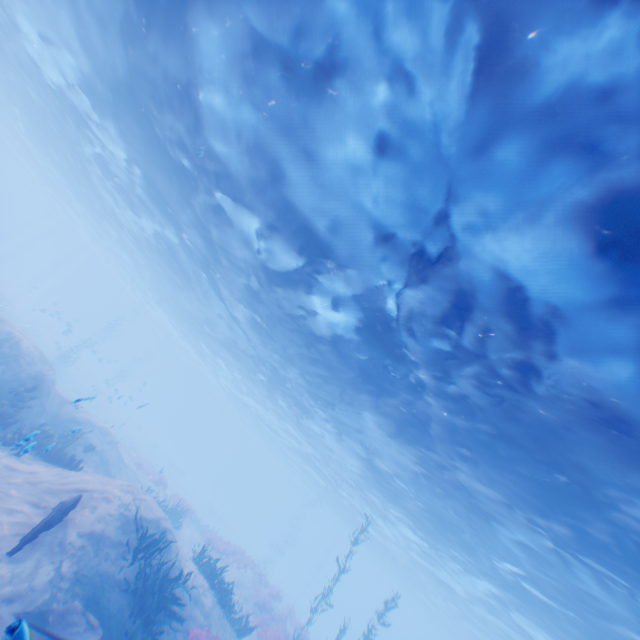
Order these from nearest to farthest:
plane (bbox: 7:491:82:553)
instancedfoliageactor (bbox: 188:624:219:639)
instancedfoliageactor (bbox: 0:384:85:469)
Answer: plane (bbox: 7:491:82:553) → instancedfoliageactor (bbox: 188:624:219:639) → instancedfoliageactor (bbox: 0:384:85:469)

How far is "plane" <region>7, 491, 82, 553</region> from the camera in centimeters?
714cm

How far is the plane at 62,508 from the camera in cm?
714

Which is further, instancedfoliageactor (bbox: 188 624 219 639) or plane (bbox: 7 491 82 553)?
instancedfoliageactor (bbox: 188 624 219 639)

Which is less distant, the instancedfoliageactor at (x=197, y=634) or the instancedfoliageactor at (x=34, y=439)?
the instancedfoliageactor at (x=197, y=634)

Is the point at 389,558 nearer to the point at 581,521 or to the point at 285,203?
the point at 581,521

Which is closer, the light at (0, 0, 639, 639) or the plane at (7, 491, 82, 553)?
the light at (0, 0, 639, 639)

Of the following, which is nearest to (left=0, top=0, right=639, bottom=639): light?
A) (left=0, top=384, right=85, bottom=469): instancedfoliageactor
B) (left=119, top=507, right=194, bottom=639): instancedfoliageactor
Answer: Answer: (left=119, top=507, right=194, bottom=639): instancedfoliageactor
